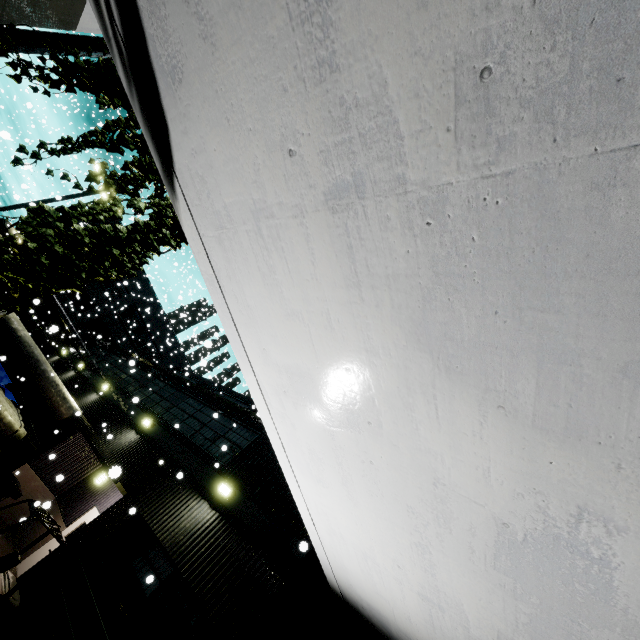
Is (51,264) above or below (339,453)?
below

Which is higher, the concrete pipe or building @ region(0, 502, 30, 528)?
the concrete pipe

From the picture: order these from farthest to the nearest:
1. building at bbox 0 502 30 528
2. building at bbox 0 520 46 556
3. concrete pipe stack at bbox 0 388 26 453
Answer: concrete pipe stack at bbox 0 388 26 453 → building at bbox 0 502 30 528 → building at bbox 0 520 46 556

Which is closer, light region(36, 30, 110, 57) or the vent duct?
light region(36, 30, 110, 57)

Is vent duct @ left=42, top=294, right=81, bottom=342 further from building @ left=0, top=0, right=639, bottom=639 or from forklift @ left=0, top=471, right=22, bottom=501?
forklift @ left=0, top=471, right=22, bottom=501

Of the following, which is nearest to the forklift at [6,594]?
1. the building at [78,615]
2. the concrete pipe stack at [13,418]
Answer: the building at [78,615]

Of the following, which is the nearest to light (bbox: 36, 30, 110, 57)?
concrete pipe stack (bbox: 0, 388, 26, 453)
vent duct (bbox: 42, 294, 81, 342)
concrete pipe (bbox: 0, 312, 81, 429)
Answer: concrete pipe (bbox: 0, 312, 81, 429)

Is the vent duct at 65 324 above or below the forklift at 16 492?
above
